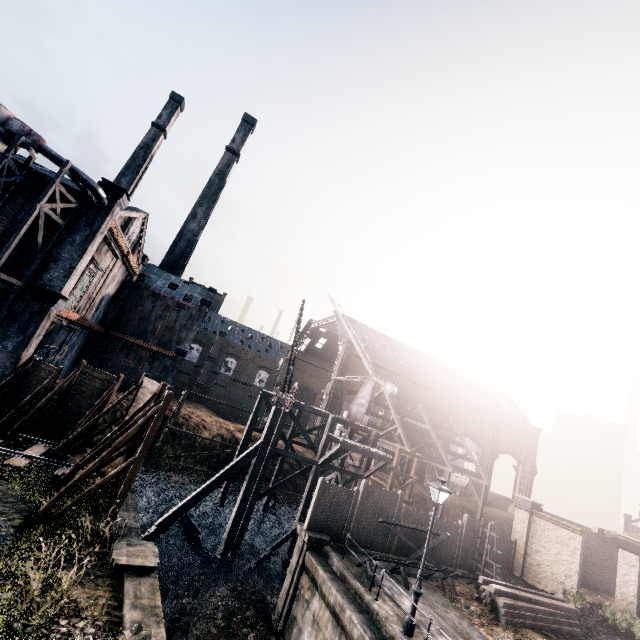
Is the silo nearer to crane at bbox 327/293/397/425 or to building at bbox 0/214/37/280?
building at bbox 0/214/37/280

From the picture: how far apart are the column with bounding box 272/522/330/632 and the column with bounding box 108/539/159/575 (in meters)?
8.23

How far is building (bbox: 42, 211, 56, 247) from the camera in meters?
21.5 m

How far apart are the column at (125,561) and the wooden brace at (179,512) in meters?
9.8 m

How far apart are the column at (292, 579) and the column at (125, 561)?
8.23m

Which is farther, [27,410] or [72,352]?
[72,352]

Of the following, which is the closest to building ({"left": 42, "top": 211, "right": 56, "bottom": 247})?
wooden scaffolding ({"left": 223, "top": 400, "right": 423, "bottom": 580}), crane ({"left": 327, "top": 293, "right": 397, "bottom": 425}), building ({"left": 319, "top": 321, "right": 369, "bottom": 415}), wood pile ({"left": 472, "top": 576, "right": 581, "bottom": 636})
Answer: wooden scaffolding ({"left": 223, "top": 400, "right": 423, "bottom": 580})

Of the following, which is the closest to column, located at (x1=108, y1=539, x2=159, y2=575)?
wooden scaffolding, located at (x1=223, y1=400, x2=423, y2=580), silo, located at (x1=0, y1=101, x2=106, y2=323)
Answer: wooden scaffolding, located at (x1=223, y1=400, x2=423, y2=580)
